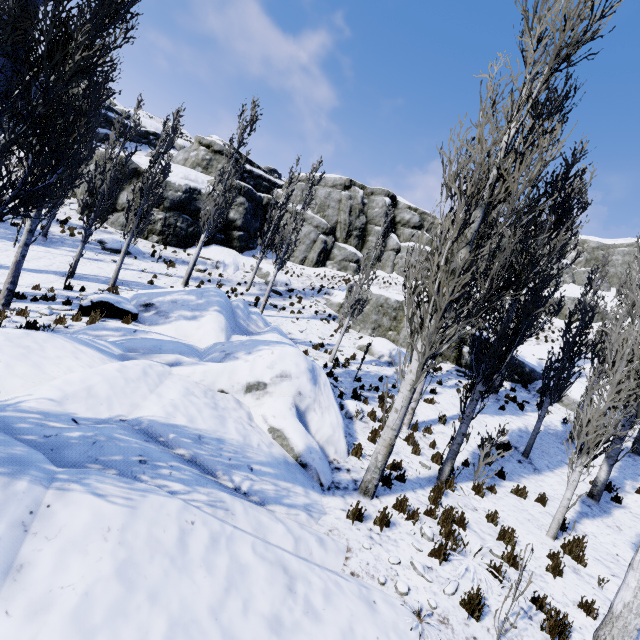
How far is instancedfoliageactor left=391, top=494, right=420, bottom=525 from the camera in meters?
6.5 m

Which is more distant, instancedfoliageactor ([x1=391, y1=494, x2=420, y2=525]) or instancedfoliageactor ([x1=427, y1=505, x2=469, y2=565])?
instancedfoliageactor ([x1=391, y1=494, x2=420, y2=525])

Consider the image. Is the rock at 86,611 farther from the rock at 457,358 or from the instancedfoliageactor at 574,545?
the rock at 457,358

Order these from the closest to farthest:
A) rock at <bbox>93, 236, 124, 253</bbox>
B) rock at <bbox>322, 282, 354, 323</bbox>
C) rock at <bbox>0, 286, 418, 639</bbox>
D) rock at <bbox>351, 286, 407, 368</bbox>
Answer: rock at <bbox>0, 286, 418, 639</bbox>
rock at <bbox>351, 286, 407, 368</bbox>
rock at <bbox>93, 236, 124, 253</bbox>
rock at <bbox>322, 282, 354, 323</bbox>

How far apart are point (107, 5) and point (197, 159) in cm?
2847

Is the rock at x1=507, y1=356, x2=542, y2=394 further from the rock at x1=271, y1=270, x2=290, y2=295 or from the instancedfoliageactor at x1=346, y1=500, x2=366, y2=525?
the rock at x1=271, y1=270, x2=290, y2=295

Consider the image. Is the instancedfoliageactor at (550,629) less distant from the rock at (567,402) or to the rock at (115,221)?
the rock at (115,221)
